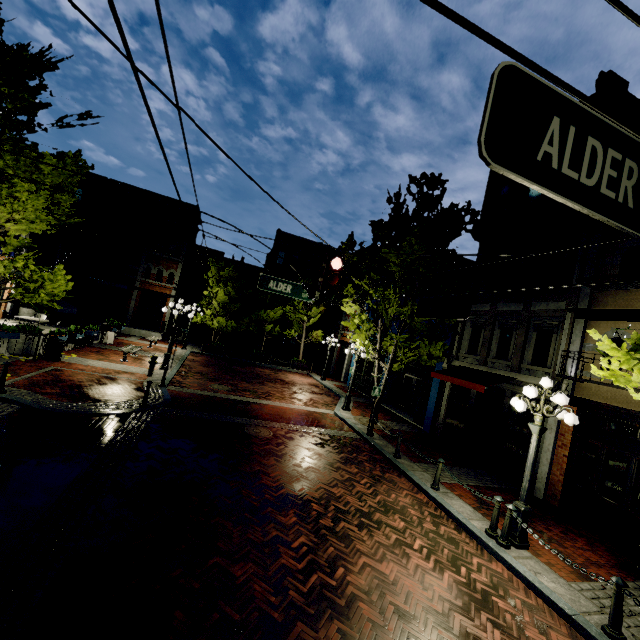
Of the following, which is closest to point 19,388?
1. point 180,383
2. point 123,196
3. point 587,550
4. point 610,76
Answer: point 180,383

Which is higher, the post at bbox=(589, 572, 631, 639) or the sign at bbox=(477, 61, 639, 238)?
the sign at bbox=(477, 61, 639, 238)

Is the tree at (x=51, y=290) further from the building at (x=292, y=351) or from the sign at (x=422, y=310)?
the building at (x=292, y=351)

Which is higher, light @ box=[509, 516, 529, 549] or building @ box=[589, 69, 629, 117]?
building @ box=[589, 69, 629, 117]

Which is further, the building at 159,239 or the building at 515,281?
the building at 159,239

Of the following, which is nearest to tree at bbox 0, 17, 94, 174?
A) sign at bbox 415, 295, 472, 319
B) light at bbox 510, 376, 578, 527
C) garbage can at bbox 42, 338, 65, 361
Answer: light at bbox 510, 376, 578, 527

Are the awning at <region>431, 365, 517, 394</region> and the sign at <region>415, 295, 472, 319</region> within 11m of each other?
yes

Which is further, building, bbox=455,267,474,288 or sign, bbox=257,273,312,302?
building, bbox=455,267,474,288
